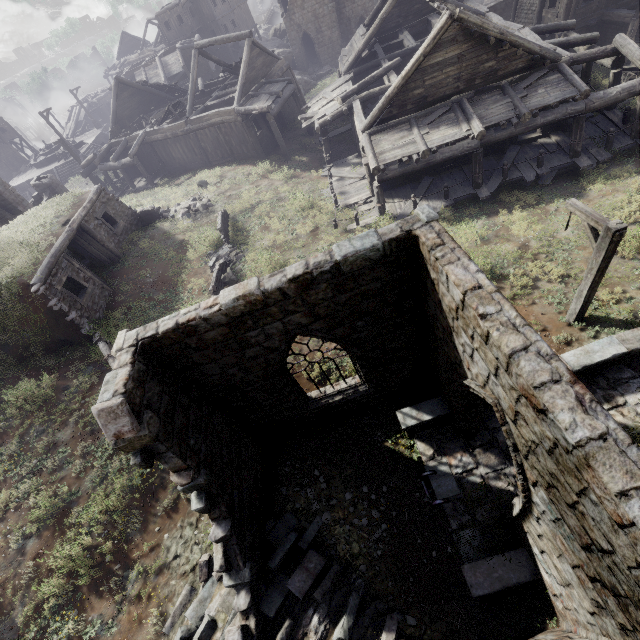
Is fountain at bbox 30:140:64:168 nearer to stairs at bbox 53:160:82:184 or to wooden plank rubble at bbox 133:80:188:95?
stairs at bbox 53:160:82:184

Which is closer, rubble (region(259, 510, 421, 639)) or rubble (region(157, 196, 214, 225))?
rubble (region(259, 510, 421, 639))

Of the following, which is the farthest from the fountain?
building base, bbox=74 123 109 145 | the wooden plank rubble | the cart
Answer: the cart

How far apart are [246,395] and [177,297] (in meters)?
9.16

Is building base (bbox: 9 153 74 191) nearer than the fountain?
Yes

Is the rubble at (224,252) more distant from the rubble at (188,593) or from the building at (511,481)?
the rubble at (188,593)

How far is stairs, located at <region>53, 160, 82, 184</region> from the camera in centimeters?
3744cm

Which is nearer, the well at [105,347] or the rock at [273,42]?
the well at [105,347]
